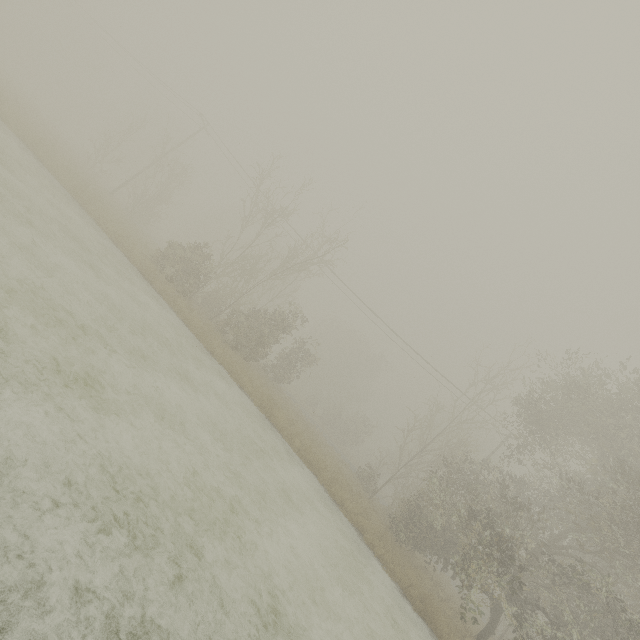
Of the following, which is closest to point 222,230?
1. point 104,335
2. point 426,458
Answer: point 426,458
